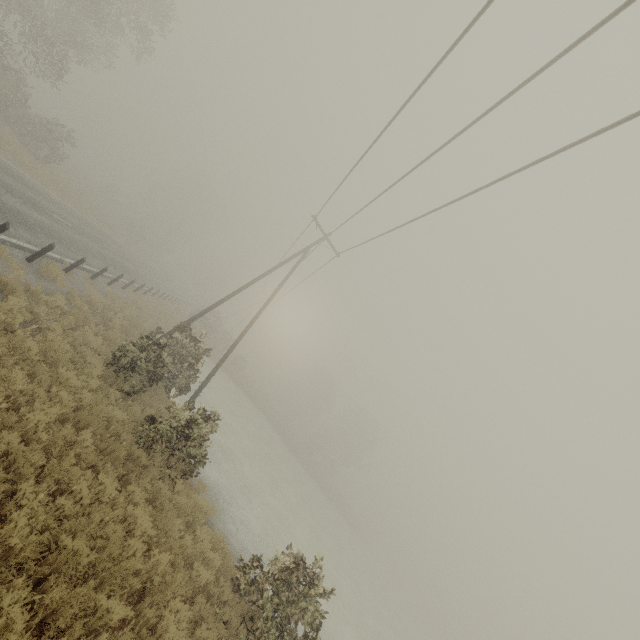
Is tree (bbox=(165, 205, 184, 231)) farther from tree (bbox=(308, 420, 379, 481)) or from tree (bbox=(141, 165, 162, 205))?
tree (bbox=(308, 420, 379, 481))

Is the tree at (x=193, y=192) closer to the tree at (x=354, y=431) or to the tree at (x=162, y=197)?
the tree at (x=162, y=197)

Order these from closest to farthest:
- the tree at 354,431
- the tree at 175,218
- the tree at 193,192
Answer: the tree at 354,431, the tree at 193,192, the tree at 175,218

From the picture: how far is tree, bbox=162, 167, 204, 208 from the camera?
57.2 meters

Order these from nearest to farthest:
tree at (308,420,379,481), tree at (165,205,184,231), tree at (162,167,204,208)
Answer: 1. tree at (308,420,379,481)
2. tree at (162,167,204,208)
3. tree at (165,205,184,231)

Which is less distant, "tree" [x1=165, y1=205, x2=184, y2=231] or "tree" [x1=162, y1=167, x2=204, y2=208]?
"tree" [x1=162, y1=167, x2=204, y2=208]

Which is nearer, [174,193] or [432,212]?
[432,212]
